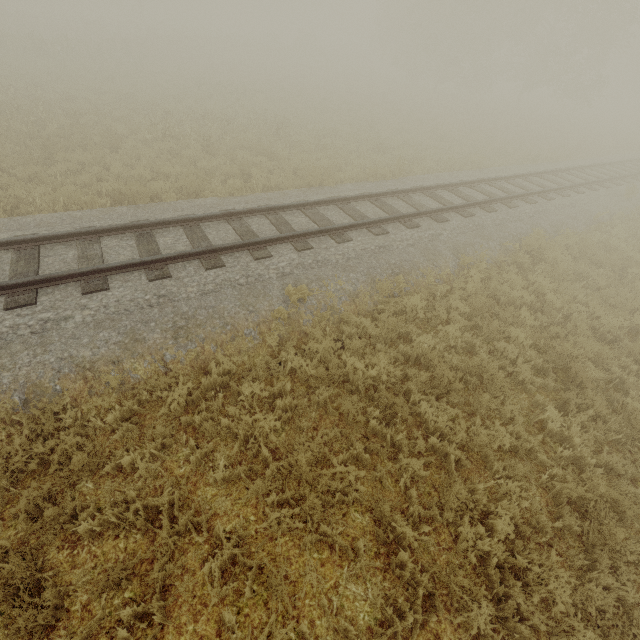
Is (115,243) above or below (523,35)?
below

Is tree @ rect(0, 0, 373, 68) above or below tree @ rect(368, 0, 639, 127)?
below

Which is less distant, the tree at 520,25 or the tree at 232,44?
the tree at 232,44

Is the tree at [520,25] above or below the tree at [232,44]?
above

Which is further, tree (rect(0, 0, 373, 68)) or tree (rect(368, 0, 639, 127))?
tree (rect(368, 0, 639, 127))
